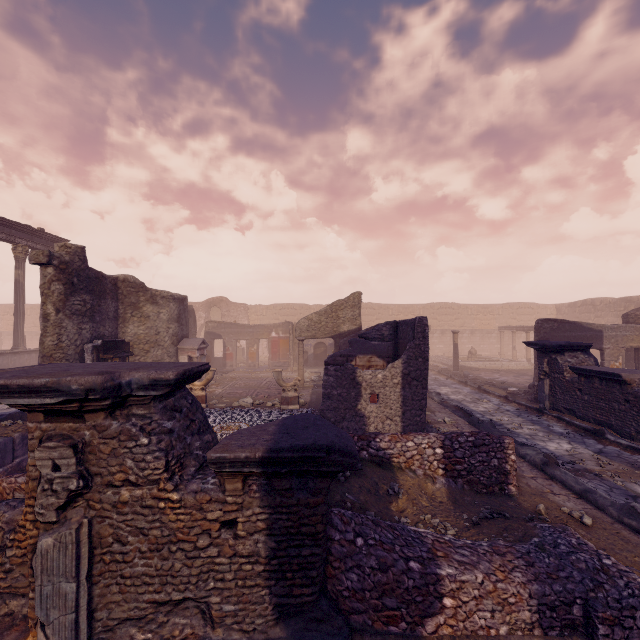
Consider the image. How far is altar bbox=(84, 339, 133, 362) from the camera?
10.1 meters

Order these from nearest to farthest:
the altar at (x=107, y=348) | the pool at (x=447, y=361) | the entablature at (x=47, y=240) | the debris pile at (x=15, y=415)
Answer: the debris pile at (x=15, y=415)
the altar at (x=107, y=348)
the entablature at (x=47, y=240)
the pool at (x=447, y=361)

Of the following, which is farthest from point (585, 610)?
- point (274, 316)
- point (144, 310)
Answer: point (274, 316)

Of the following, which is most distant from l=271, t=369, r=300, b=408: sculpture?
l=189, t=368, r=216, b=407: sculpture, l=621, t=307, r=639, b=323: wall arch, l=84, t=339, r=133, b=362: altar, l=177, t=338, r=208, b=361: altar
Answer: l=621, t=307, r=639, b=323: wall arch

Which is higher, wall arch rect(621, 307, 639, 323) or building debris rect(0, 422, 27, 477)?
wall arch rect(621, 307, 639, 323)

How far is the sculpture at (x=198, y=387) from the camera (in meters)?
10.47

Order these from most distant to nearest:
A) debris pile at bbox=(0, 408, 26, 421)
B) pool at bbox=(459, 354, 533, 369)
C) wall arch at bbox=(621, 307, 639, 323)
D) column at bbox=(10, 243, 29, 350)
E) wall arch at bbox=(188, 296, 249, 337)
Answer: wall arch at bbox=(188, 296, 249, 337)
pool at bbox=(459, 354, 533, 369)
column at bbox=(10, 243, 29, 350)
wall arch at bbox=(621, 307, 639, 323)
debris pile at bbox=(0, 408, 26, 421)

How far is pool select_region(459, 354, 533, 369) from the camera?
20.4 meters
